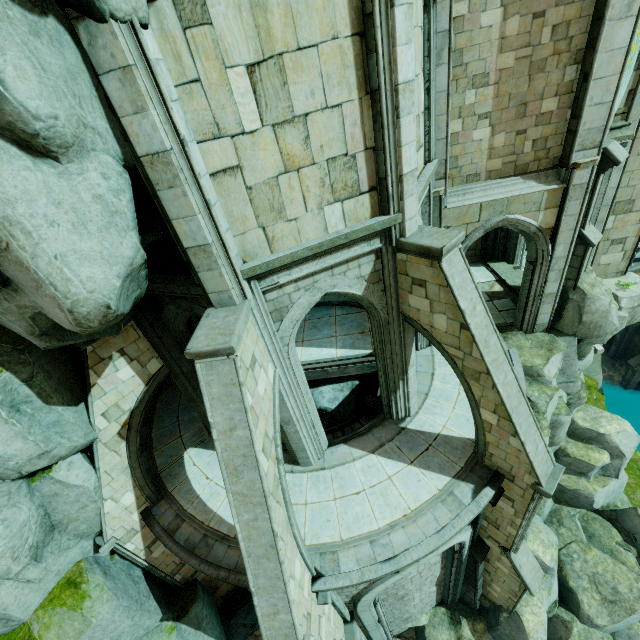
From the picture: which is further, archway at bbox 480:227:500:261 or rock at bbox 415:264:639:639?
archway at bbox 480:227:500:261

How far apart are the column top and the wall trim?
1.78m

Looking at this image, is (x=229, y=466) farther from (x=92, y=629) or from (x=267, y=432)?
(x=92, y=629)

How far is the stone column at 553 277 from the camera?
9.3m

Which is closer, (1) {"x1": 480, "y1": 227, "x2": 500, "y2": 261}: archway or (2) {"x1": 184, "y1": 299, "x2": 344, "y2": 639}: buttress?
(2) {"x1": 184, "y1": 299, "x2": 344, "y2": 639}: buttress

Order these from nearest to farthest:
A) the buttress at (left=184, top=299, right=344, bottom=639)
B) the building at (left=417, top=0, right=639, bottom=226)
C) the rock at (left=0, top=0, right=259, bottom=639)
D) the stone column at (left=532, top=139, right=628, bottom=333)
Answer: the rock at (left=0, top=0, right=259, bottom=639) → the buttress at (left=184, top=299, right=344, bottom=639) → the building at (left=417, top=0, right=639, bottom=226) → the stone column at (left=532, top=139, right=628, bottom=333)

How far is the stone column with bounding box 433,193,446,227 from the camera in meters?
9.7 m

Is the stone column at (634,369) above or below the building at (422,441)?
below
